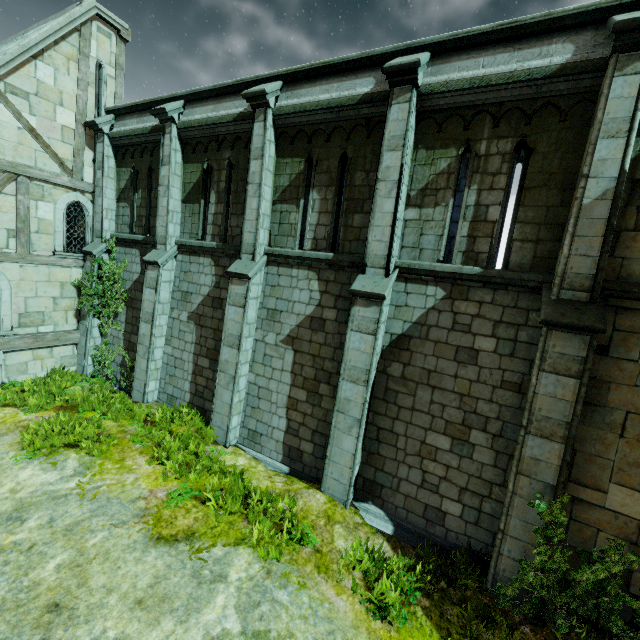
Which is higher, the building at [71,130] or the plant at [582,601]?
the building at [71,130]

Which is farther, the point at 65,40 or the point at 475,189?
the point at 65,40

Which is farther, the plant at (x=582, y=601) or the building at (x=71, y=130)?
the building at (x=71, y=130)

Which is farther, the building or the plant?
the building

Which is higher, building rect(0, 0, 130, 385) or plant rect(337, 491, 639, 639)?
building rect(0, 0, 130, 385)
